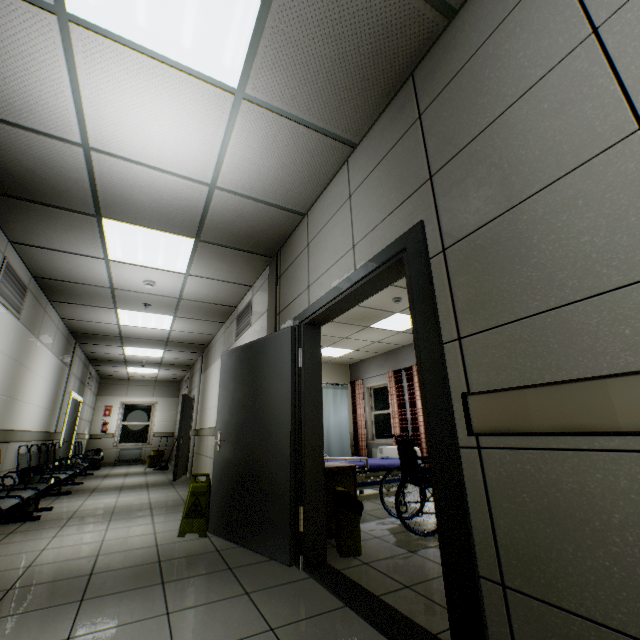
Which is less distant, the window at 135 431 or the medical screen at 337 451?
the medical screen at 337 451

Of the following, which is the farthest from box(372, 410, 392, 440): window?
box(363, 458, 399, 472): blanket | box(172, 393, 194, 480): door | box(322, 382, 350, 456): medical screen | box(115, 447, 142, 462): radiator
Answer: box(115, 447, 142, 462): radiator

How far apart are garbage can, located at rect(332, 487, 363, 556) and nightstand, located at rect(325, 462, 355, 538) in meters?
0.1 m

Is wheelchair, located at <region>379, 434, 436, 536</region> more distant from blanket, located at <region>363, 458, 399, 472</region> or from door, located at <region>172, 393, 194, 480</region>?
door, located at <region>172, 393, 194, 480</region>

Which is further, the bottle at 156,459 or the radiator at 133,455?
the radiator at 133,455

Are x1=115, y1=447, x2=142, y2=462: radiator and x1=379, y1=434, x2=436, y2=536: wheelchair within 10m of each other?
no

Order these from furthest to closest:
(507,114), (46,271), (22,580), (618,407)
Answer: (46,271) < (22,580) < (507,114) < (618,407)

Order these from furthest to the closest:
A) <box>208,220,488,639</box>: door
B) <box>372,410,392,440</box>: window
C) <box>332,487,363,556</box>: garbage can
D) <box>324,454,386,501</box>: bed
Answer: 1. <box>372,410,392,440</box>: window
2. <box>324,454,386,501</box>: bed
3. <box>332,487,363,556</box>: garbage can
4. <box>208,220,488,639</box>: door
